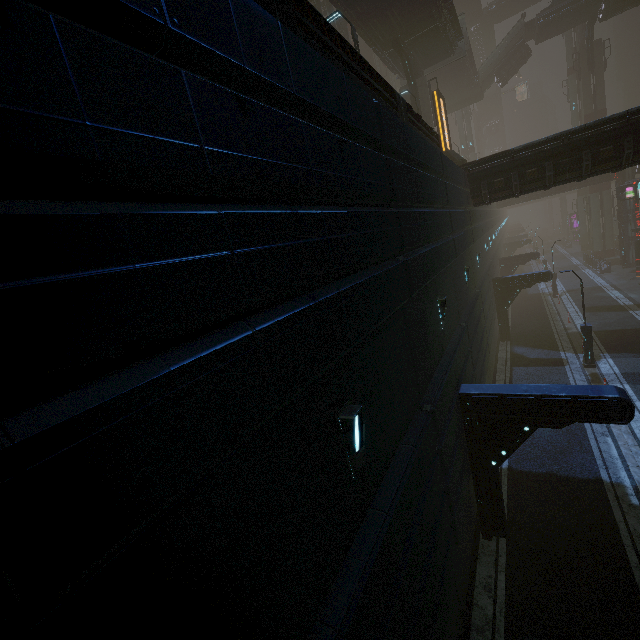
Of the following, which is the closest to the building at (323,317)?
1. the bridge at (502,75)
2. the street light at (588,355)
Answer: the street light at (588,355)

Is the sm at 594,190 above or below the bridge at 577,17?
below

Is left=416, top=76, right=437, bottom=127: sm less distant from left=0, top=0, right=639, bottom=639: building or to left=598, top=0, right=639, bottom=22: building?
left=0, top=0, right=639, bottom=639: building

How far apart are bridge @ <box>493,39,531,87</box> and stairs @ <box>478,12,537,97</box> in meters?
0.0

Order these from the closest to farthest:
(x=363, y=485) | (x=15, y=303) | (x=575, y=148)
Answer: (x=15, y=303)
(x=363, y=485)
(x=575, y=148)

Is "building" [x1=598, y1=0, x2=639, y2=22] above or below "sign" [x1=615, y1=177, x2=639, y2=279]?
above

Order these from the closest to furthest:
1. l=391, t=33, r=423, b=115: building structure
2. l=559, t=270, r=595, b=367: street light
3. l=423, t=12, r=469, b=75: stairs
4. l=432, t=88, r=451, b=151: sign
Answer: l=559, t=270, r=595, b=367: street light → l=432, t=88, r=451, b=151: sign → l=391, t=33, r=423, b=115: building structure → l=423, t=12, r=469, b=75: stairs

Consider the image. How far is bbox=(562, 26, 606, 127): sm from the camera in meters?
40.0
